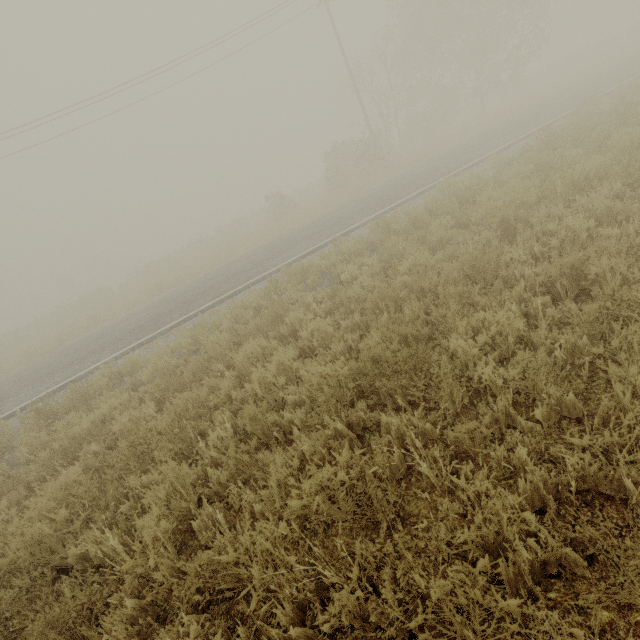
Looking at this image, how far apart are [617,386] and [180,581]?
3.41m
